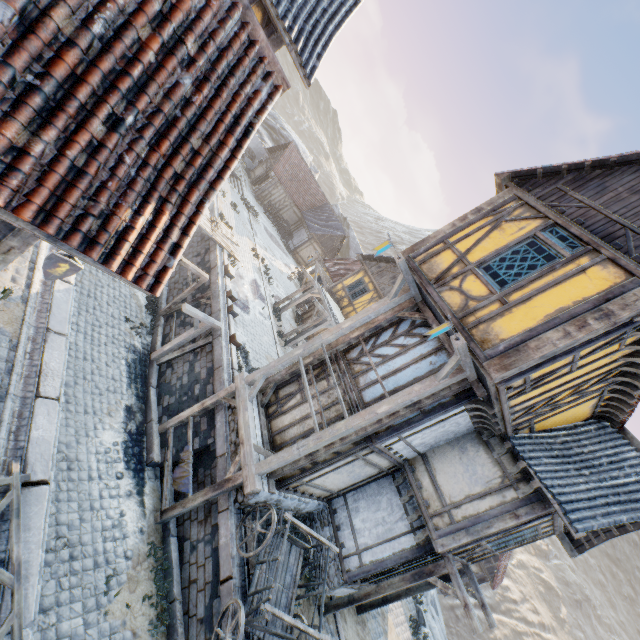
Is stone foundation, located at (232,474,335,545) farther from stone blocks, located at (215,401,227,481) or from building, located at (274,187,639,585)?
stone blocks, located at (215,401,227,481)

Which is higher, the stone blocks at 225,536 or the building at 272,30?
the building at 272,30

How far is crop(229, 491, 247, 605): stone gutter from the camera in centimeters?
716cm

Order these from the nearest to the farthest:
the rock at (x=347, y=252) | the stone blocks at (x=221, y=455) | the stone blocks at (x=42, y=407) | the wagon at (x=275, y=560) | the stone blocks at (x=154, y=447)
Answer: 1. the stone blocks at (x=42, y=407)
2. the wagon at (x=275, y=560)
3. the stone blocks at (x=221, y=455)
4. the stone blocks at (x=154, y=447)
5. the rock at (x=347, y=252)

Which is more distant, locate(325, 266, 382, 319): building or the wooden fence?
locate(325, 266, 382, 319): building

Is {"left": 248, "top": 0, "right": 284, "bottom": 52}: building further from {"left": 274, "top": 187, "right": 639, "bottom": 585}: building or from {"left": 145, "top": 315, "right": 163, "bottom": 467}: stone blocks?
{"left": 274, "top": 187, "right": 639, "bottom": 585}: building

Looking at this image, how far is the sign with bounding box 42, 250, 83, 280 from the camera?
4.4m

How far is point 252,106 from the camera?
4.8 meters
